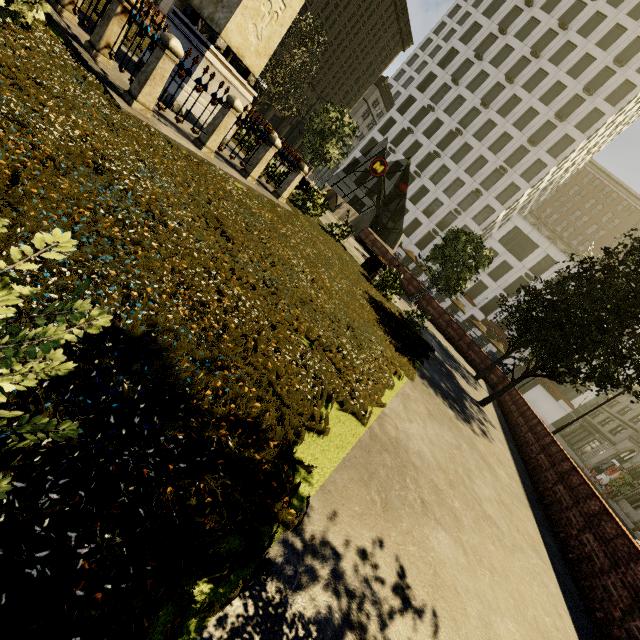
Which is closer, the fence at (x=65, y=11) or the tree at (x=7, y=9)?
the tree at (x=7, y=9)

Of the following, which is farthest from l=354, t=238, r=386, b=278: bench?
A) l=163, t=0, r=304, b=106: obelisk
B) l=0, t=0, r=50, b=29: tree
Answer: l=163, t=0, r=304, b=106: obelisk

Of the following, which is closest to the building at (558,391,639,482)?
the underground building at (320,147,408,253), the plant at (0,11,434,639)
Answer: the underground building at (320,147,408,253)

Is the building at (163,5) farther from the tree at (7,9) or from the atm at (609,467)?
the atm at (609,467)

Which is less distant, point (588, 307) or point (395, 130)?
point (588, 307)

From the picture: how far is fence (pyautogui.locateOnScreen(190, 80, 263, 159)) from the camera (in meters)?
6.93

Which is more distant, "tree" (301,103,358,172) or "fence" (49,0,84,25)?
"tree" (301,103,358,172)

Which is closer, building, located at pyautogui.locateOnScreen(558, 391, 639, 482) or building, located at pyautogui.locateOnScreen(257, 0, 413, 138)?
building, located at pyautogui.locateOnScreen(558, 391, 639, 482)
